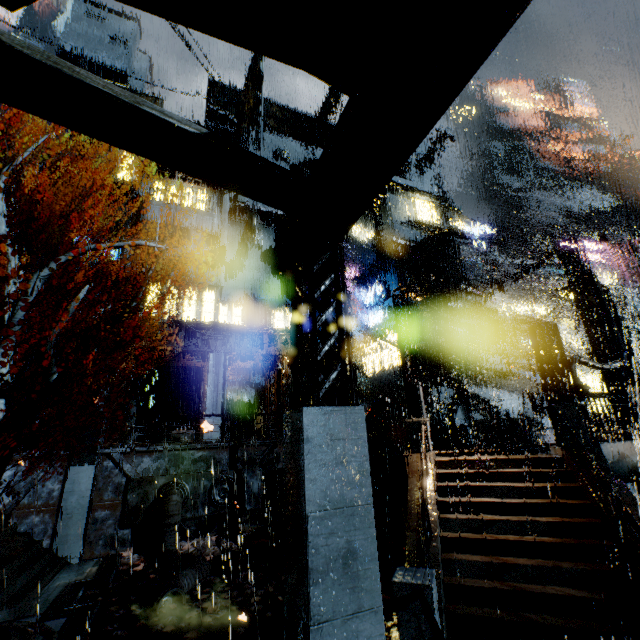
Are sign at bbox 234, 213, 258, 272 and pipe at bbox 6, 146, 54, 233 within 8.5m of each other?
no

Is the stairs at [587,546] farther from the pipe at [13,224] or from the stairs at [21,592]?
the pipe at [13,224]

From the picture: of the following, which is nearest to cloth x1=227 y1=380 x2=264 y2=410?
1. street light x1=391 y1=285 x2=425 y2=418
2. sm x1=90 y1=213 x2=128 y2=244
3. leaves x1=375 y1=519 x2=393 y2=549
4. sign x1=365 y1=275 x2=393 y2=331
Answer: sign x1=365 y1=275 x2=393 y2=331

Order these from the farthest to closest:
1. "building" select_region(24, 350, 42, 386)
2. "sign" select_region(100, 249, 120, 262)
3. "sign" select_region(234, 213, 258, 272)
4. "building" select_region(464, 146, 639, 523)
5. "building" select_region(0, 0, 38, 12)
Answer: "sign" select_region(234, 213, 258, 272) → "sign" select_region(100, 249, 120, 262) → "building" select_region(24, 350, 42, 386) → "building" select_region(464, 146, 639, 523) → "building" select_region(0, 0, 38, 12)

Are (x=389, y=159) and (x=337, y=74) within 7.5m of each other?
yes

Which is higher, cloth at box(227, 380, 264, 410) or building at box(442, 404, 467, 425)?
cloth at box(227, 380, 264, 410)

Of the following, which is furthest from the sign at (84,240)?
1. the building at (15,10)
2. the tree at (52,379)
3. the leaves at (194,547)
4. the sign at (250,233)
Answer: the leaves at (194,547)

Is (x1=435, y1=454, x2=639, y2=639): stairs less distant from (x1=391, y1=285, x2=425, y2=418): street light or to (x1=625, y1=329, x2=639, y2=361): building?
(x1=625, y1=329, x2=639, y2=361): building
